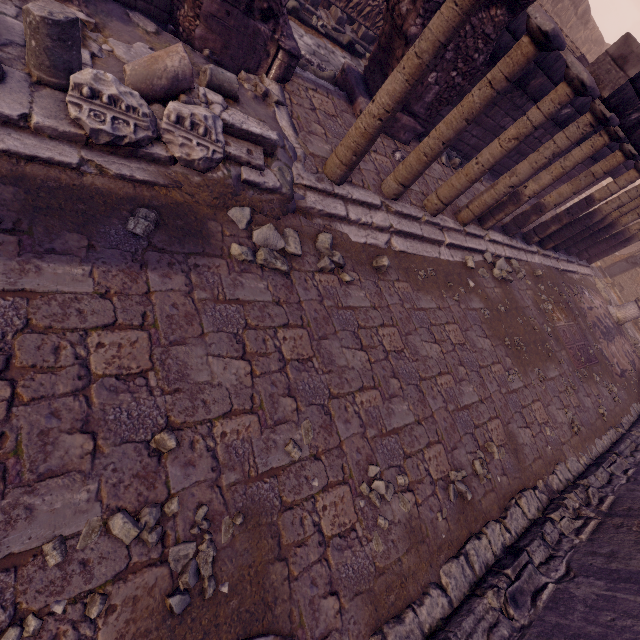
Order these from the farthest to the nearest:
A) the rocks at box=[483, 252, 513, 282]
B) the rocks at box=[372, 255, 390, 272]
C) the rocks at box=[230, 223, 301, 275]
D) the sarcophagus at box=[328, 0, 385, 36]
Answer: the sarcophagus at box=[328, 0, 385, 36]
the rocks at box=[483, 252, 513, 282]
the rocks at box=[372, 255, 390, 272]
the rocks at box=[230, 223, 301, 275]

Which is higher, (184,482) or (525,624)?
(525,624)

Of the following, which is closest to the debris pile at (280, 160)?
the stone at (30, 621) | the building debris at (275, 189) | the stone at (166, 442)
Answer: the building debris at (275, 189)

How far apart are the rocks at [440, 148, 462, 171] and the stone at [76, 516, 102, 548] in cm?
806

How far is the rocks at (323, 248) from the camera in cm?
401

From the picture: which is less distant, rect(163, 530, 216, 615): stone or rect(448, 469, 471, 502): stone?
rect(163, 530, 216, 615): stone

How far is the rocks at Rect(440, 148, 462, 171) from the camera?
7.6 meters

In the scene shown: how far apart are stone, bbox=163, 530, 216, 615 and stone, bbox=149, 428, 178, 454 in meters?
0.3
